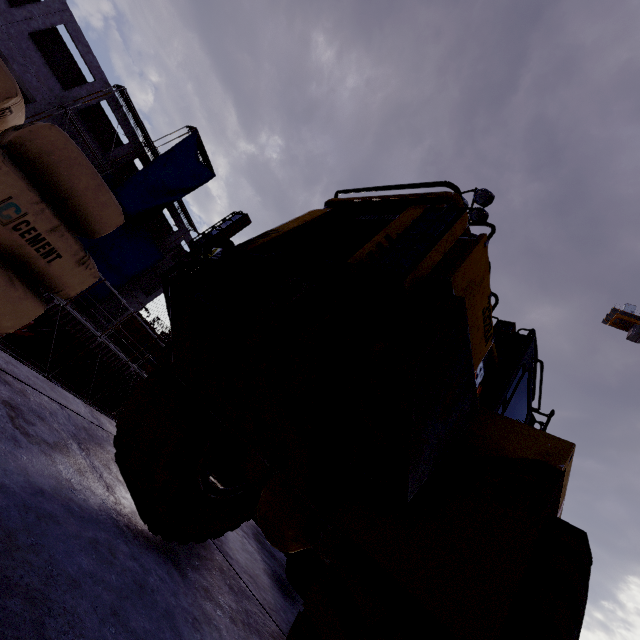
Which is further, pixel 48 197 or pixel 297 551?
pixel 297 551

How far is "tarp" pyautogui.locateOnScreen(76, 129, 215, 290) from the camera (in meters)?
24.48

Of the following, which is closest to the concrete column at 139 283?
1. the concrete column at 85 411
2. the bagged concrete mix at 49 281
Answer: the concrete column at 85 411

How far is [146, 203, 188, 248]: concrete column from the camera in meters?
29.5

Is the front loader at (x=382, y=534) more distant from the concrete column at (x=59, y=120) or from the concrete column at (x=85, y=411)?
the concrete column at (x=59, y=120)

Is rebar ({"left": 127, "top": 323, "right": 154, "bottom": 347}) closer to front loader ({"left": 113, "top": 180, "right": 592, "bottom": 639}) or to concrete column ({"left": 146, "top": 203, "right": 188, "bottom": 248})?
concrete column ({"left": 146, "top": 203, "right": 188, "bottom": 248})

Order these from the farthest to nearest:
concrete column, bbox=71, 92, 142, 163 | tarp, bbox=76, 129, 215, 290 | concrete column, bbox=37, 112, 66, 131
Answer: tarp, bbox=76, 129, 215, 290
concrete column, bbox=71, 92, 142, 163
concrete column, bbox=37, 112, 66, 131

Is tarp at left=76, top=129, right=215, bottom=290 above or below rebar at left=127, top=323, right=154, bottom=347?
above
